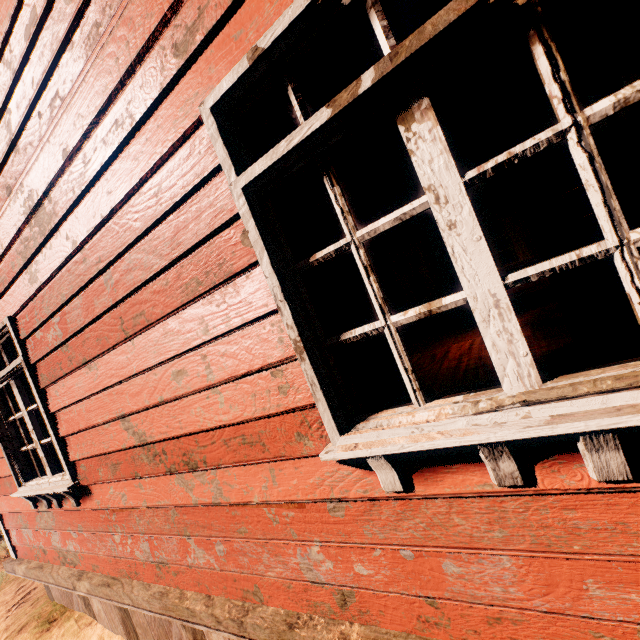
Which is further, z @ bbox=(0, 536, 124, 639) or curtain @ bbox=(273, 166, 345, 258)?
z @ bbox=(0, 536, 124, 639)

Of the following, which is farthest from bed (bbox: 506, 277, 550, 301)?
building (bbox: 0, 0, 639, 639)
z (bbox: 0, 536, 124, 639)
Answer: z (bbox: 0, 536, 124, 639)

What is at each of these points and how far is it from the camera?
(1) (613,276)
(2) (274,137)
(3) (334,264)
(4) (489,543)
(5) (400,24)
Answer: (1) bp, 3.3m
(2) curtain, 1.4m
(3) curtain, 1.4m
(4) building, 1.1m
(5) curtain, 1.1m

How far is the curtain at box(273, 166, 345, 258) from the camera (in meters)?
1.31

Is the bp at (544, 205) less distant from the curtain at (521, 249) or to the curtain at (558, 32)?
the curtain at (558, 32)

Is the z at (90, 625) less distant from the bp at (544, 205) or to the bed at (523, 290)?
the bed at (523, 290)

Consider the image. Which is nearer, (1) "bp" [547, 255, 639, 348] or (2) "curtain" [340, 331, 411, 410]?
(2) "curtain" [340, 331, 411, 410]

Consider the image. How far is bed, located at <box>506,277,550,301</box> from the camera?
6.2 meters
